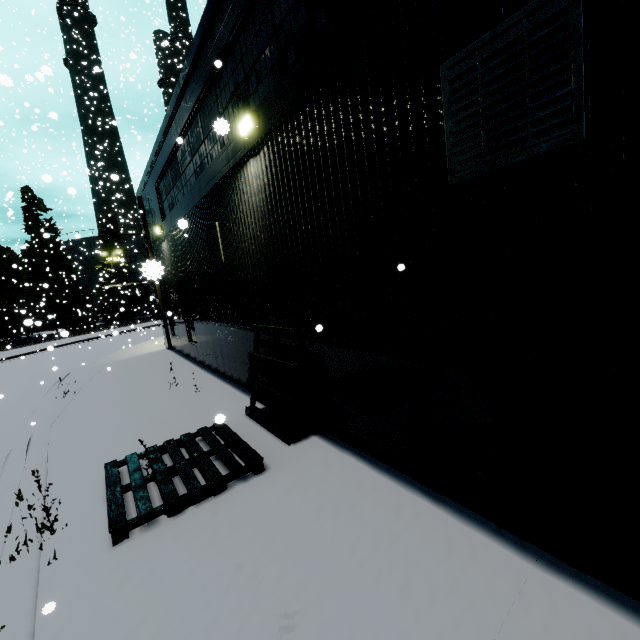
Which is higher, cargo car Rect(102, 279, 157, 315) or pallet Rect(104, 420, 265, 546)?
cargo car Rect(102, 279, 157, 315)

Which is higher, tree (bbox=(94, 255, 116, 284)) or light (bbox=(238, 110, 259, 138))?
tree (bbox=(94, 255, 116, 284))

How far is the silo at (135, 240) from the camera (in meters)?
33.39

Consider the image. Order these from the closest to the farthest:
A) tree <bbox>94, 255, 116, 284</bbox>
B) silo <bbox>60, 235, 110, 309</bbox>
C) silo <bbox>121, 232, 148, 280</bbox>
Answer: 1. silo <bbox>121, 232, 148, 280</bbox>
2. tree <bbox>94, 255, 116, 284</bbox>
3. silo <bbox>60, 235, 110, 309</bbox>

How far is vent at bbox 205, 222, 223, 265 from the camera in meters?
8.1 m

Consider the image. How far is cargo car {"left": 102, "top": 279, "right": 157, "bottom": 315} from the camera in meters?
40.3

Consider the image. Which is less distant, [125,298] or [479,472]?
[479,472]

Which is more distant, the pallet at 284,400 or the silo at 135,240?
the silo at 135,240
